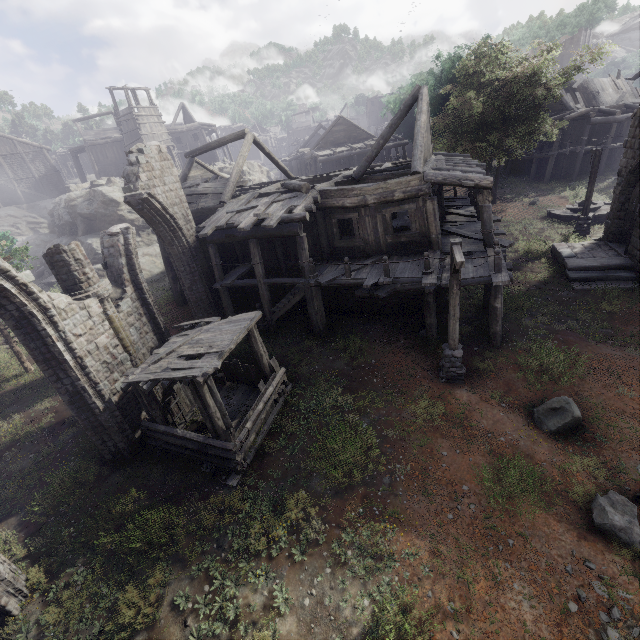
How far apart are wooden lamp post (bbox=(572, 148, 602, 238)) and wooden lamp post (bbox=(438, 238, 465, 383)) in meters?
14.3 m

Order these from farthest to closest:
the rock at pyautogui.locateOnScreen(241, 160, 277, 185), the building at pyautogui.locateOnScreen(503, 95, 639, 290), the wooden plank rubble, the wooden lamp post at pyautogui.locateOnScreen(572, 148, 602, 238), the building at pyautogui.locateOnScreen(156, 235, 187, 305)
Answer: the rock at pyautogui.locateOnScreen(241, 160, 277, 185) < the wooden plank rubble < the building at pyautogui.locateOnScreen(156, 235, 187, 305) < the wooden lamp post at pyautogui.locateOnScreen(572, 148, 602, 238) < the building at pyautogui.locateOnScreen(503, 95, 639, 290)

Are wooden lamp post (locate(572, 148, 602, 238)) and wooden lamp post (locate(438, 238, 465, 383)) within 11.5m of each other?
no

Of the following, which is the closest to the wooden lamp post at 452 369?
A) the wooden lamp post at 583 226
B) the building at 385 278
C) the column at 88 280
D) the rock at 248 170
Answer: the building at 385 278

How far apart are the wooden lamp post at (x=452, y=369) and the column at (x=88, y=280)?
9.95m

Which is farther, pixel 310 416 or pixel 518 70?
pixel 518 70

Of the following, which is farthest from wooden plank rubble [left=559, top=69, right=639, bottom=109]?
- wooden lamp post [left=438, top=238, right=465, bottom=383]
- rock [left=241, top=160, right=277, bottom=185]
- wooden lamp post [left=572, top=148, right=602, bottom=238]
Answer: wooden lamp post [left=438, top=238, right=465, bottom=383]

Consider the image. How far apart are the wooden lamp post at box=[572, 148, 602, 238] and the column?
23.6m
